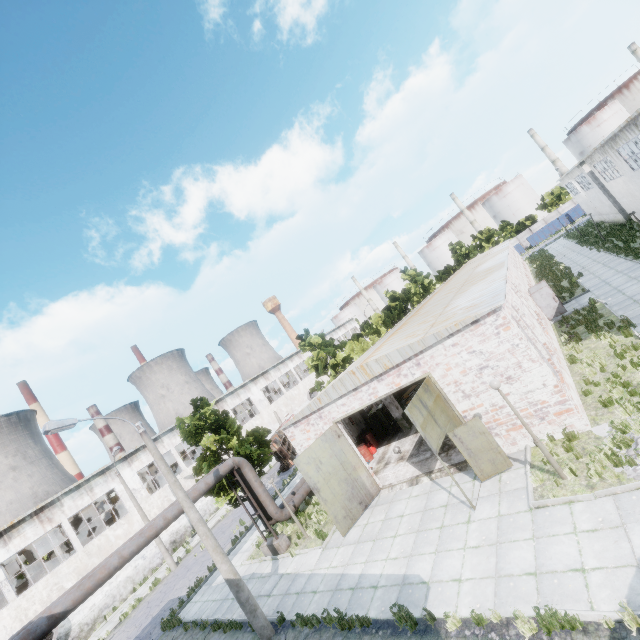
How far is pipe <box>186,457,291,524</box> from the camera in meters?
15.3 m

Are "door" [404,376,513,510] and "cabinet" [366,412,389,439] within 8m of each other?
no

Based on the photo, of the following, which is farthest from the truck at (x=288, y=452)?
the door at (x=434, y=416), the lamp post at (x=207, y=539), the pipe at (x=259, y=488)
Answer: the door at (x=434, y=416)

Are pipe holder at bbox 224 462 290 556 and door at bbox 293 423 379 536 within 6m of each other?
yes

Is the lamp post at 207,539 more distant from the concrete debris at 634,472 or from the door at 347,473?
the concrete debris at 634,472

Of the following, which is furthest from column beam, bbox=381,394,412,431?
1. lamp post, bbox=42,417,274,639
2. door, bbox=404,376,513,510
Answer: lamp post, bbox=42,417,274,639

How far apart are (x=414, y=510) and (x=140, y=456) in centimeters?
2894cm

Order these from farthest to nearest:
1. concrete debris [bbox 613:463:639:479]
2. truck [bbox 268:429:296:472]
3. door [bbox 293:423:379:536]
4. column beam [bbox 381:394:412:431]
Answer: truck [bbox 268:429:296:472], column beam [bbox 381:394:412:431], door [bbox 293:423:379:536], concrete debris [bbox 613:463:639:479]
